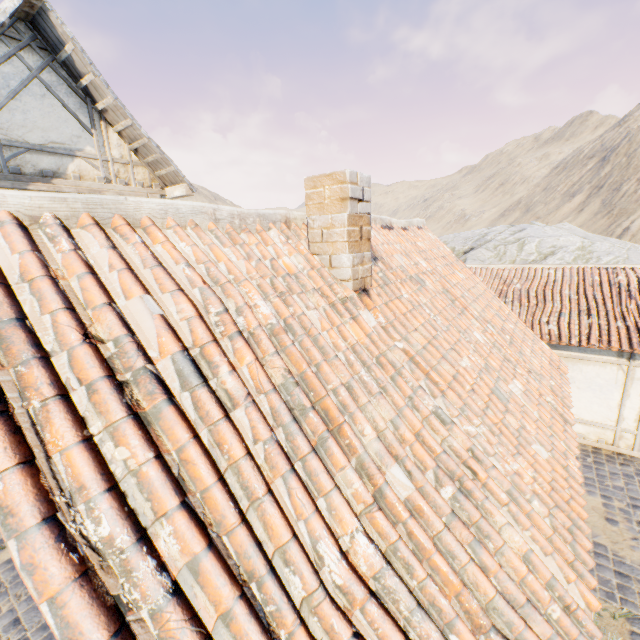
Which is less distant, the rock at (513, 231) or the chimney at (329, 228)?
the chimney at (329, 228)

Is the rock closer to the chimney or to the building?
the building

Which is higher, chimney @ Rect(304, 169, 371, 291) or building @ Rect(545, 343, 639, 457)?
chimney @ Rect(304, 169, 371, 291)

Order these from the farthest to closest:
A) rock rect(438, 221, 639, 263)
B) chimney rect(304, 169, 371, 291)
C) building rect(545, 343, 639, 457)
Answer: rock rect(438, 221, 639, 263) < building rect(545, 343, 639, 457) < chimney rect(304, 169, 371, 291)

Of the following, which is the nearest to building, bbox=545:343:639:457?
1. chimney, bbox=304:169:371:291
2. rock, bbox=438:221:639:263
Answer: rock, bbox=438:221:639:263

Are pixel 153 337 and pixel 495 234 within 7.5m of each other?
no

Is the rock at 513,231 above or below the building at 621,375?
above

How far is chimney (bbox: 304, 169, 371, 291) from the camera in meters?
3.2
